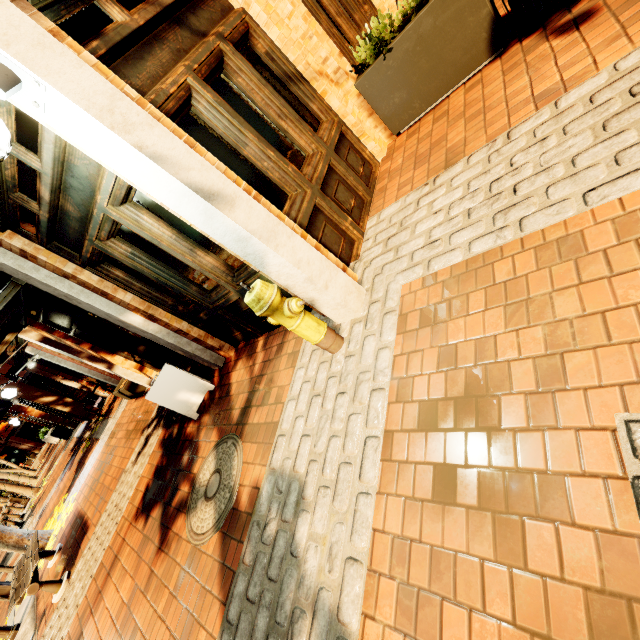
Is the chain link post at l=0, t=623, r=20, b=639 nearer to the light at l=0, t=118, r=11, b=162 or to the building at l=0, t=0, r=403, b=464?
the building at l=0, t=0, r=403, b=464

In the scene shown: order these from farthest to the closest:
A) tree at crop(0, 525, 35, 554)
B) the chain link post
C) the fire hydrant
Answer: tree at crop(0, 525, 35, 554)
the chain link post
the fire hydrant

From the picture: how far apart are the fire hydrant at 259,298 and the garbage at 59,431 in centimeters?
2053cm

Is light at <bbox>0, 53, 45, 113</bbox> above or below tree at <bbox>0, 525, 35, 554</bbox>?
above

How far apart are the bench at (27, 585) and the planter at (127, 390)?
3.2 meters

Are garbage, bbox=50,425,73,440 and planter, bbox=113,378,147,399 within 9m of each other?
no

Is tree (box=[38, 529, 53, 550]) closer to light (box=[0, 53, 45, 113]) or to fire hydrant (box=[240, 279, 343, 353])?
light (box=[0, 53, 45, 113])

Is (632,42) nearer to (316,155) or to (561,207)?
(561,207)
